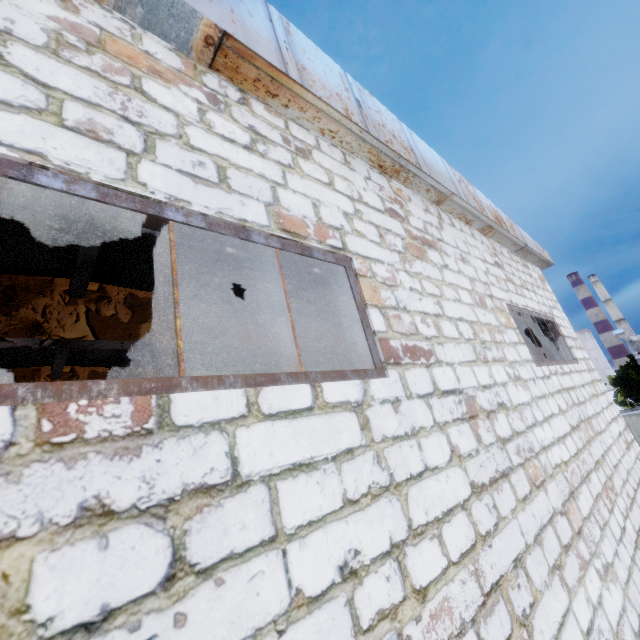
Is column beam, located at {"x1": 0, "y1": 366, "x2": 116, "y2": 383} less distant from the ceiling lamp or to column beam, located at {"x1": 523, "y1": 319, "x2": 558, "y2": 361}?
the ceiling lamp

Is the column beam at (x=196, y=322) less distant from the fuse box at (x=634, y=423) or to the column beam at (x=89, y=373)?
the column beam at (x=89, y=373)

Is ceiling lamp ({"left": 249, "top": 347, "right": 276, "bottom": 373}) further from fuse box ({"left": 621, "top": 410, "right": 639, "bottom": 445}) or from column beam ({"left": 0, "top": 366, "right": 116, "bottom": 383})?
fuse box ({"left": 621, "top": 410, "right": 639, "bottom": 445})

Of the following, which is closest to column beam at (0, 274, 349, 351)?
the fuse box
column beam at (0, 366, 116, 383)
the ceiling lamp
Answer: the ceiling lamp

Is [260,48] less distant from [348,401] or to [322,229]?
[322,229]

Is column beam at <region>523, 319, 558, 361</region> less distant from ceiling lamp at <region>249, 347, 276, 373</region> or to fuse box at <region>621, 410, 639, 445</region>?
ceiling lamp at <region>249, 347, 276, 373</region>

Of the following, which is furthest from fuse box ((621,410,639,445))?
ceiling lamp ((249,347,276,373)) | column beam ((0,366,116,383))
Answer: ceiling lamp ((249,347,276,373))

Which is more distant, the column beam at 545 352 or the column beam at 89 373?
the column beam at 89 373
